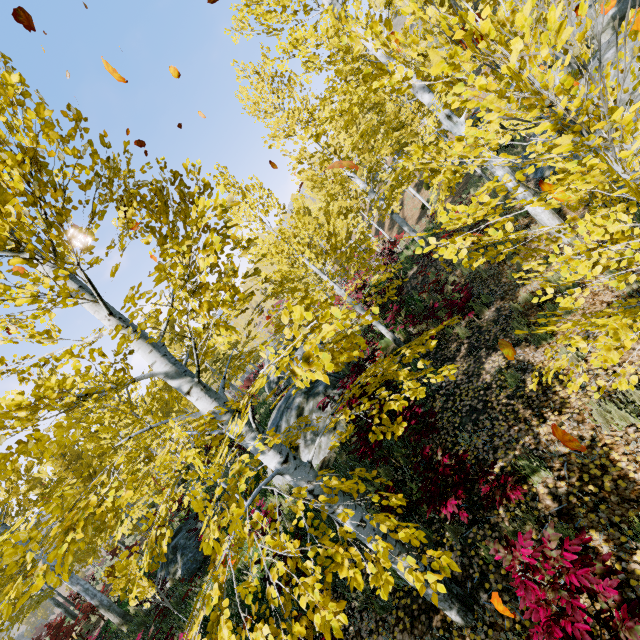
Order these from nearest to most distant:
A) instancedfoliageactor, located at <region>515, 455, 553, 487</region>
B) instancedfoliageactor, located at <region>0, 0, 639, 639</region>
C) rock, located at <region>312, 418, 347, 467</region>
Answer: instancedfoliageactor, located at <region>0, 0, 639, 639</region>
instancedfoliageactor, located at <region>515, 455, 553, 487</region>
rock, located at <region>312, 418, 347, 467</region>

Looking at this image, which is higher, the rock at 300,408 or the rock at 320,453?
the rock at 300,408

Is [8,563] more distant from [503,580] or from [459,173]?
[459,173]

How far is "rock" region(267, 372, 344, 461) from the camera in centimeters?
869cm

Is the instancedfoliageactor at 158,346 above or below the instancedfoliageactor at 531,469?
above

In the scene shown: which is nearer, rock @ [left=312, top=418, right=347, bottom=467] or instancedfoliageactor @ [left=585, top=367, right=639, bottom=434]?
instancedfoliageactor @ [left=585, top=367, right=639, bottom=434]
